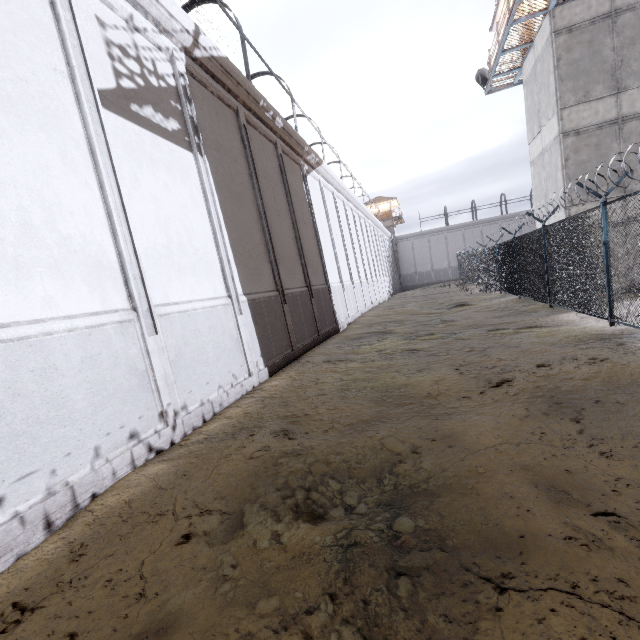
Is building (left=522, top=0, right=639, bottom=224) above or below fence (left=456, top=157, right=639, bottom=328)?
above

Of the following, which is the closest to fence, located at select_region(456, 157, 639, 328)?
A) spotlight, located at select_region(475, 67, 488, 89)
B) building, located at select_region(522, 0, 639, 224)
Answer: building, located at select_region(522, 0, 639, 224)

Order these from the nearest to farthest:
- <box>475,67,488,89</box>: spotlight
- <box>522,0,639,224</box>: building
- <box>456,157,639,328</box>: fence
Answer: <box>456,157,639,328</box>: fence
<box>522,0,639,224</box>: building
<box>475,67,488,89</box>: spotlight

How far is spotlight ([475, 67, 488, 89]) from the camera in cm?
1841

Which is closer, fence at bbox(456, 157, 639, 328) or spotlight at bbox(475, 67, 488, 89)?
fence at bbox(456, 157, 639, 328)

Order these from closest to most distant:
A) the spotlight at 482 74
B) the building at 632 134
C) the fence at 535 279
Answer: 1. the fence at 535 279
2. the building at 632 134
3. the spotlight at 482 74

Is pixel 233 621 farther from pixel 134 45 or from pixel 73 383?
pixel 134 45

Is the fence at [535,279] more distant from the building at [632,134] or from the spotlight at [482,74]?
the spotlight at [482,74]
